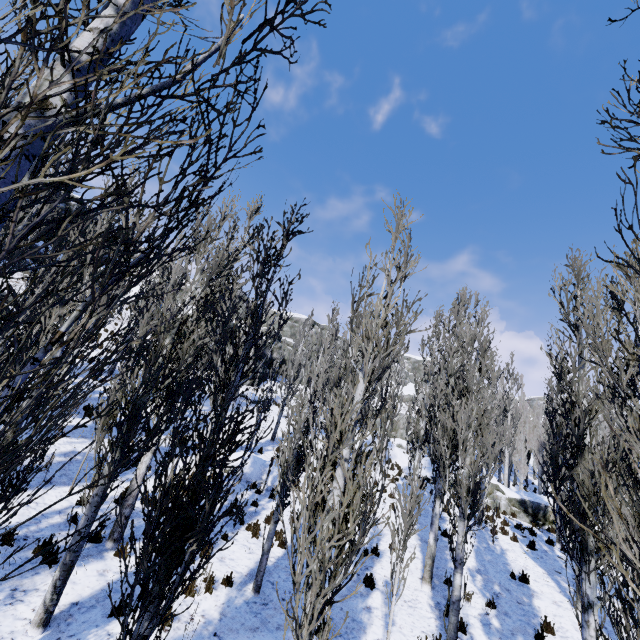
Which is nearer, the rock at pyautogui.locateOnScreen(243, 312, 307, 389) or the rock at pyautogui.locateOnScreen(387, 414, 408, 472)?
the rock at pyautogui.locateOnScreen(387, 414, 408, 472)

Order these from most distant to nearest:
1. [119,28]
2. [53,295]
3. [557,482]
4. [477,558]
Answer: [557,482] → [477,558] → [119,28] → [53,295]

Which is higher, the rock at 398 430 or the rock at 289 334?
the rock at 289 334

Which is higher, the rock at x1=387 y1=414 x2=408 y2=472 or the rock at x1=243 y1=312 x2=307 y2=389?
the rock at x1=243 y1=312 x2=307 y2=389

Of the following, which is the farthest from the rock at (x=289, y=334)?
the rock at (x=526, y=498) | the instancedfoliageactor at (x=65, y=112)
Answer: the rock at (x=526, y=498)

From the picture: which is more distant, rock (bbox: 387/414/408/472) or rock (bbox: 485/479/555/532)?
rock (bbox: 387/414/408/472)

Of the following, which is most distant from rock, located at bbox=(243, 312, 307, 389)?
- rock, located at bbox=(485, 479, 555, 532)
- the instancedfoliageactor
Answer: rock, located at bbox=(485, 479, 555, 532)

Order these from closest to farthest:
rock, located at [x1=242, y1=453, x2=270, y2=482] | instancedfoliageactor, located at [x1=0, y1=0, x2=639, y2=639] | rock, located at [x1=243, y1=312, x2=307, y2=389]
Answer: instancedfoliageactor, located at [x1=0, y1=0, x2=639, y2=639] < rock, located at [x1=242, y1=453, x2=270, y2=482] < rock, located at [x1=243, y1=312, x2=307, y2=389]
